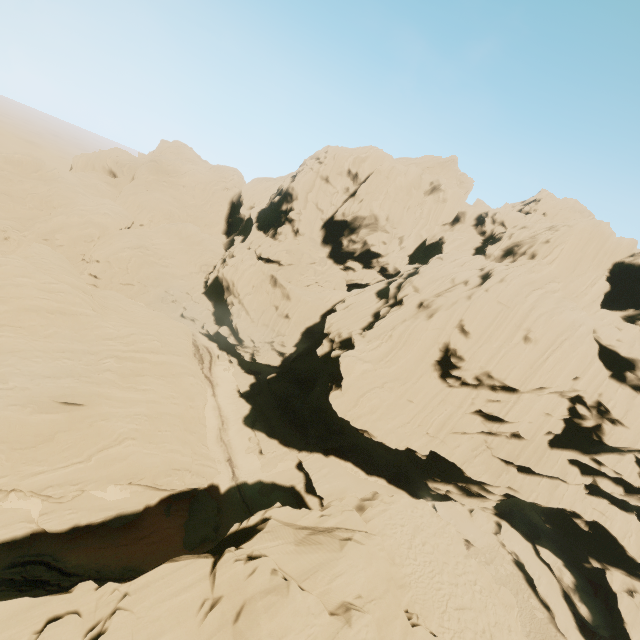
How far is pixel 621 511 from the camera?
38.5 meters
